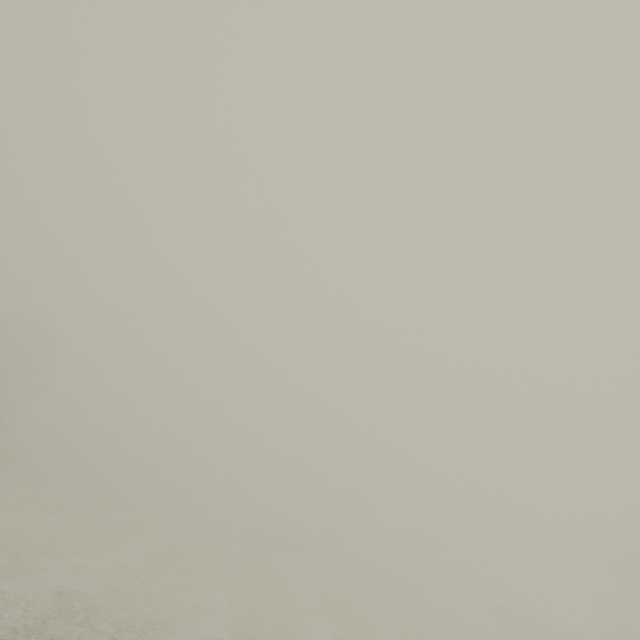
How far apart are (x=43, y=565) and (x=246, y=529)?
42.9m
